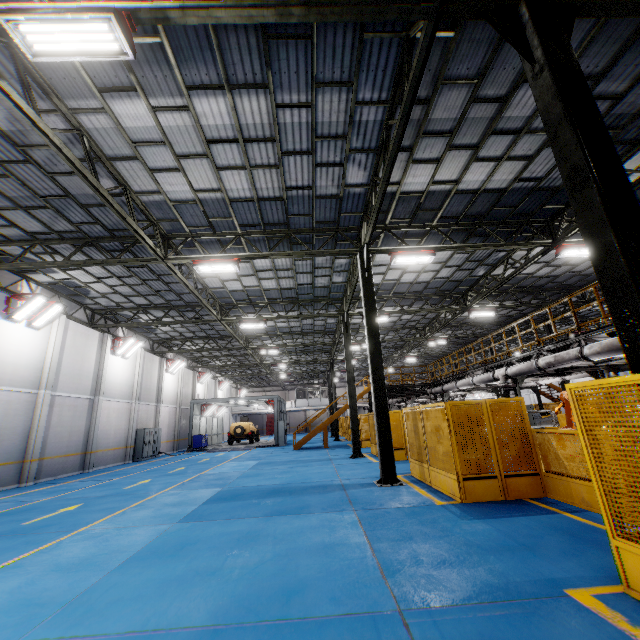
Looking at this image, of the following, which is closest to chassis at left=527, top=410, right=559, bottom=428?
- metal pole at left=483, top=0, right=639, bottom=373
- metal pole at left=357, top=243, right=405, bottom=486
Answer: metal pole at left=483, top=0, right=639, bottom=373

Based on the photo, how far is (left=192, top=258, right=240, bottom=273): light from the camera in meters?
11.8 m

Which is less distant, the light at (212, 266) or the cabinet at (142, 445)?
the light at (212, 266)

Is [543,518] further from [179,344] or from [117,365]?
[179,344]

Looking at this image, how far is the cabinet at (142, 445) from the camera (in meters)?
22.77

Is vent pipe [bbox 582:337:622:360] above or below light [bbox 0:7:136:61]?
below

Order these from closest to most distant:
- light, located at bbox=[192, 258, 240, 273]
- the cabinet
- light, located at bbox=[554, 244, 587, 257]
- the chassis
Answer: light, located at bbox=[192, 258, 240, 273] < light, located at bbox=[554, 244, 587, 257] < the chassis < the cabinet

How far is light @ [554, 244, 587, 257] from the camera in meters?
12.3
